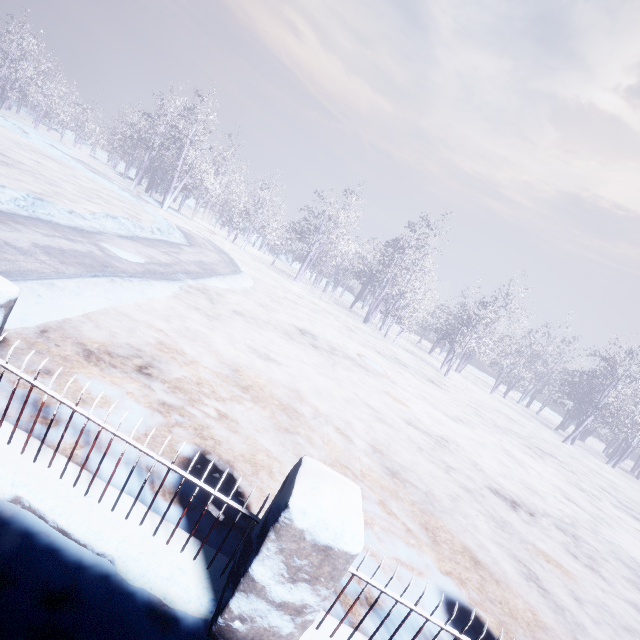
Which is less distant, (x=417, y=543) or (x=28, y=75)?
(x=417, y=543)
